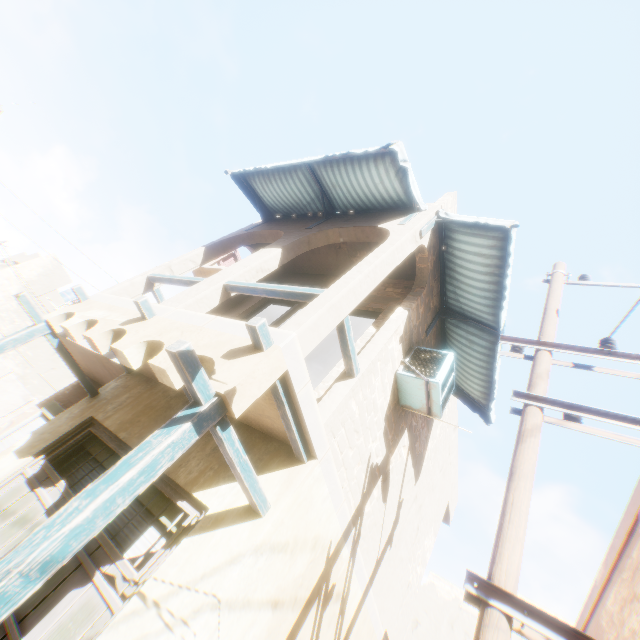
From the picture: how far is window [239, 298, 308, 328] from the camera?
7.3 meters

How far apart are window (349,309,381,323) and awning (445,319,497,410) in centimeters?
141cm

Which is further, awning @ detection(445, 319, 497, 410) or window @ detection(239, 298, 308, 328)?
window @ detection(239, 298, 308, 328)

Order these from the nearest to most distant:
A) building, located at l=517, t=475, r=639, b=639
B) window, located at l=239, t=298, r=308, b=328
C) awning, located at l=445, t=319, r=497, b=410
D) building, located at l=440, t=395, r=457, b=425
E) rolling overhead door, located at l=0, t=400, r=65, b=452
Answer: building, located at l=517, t=475, r=639, b=639
awning, located at l=445, t=319, r=497, b=410
window, located at l=239, t=298, r=308, b=328
rolling overhead door, located at l=0, t=400, r=65, b=452
building, located at l=440, t=395, r=457, b=425

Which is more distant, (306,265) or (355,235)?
(306,265)

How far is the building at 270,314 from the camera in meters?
9.1 m

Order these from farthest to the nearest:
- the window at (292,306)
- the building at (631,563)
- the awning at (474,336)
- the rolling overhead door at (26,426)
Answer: the rolling overhead door at (26,426)
the window at (292,306)
the awning at (474,336)
the building at (631,563)

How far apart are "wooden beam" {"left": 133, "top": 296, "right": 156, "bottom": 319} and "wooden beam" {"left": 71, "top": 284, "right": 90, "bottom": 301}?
2.2 meters
